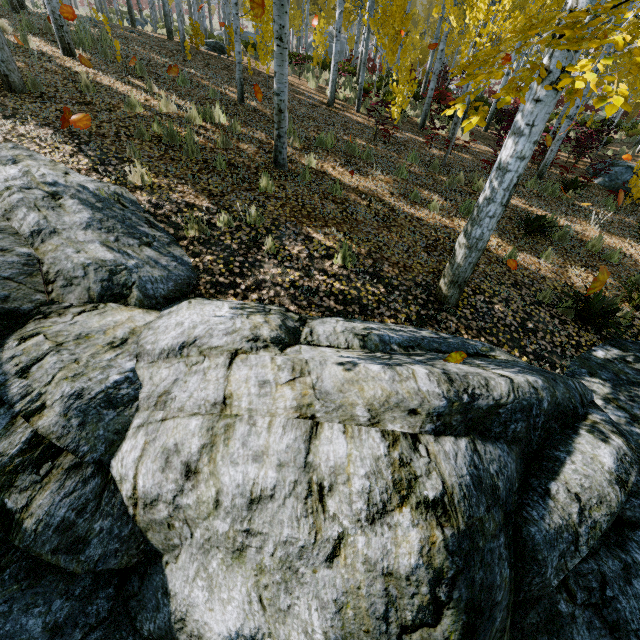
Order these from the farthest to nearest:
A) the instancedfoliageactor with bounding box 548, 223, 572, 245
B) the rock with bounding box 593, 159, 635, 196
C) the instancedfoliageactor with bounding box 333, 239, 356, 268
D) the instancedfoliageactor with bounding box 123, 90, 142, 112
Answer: the rock with bounding box 593, 159, 635, 196 < the instancedfoliageactor with bounding box 548, 223, 572, 245 < the instancedfoliageactor with bounding box 123, 90, 142, 112 < the instancedfoliageactor with bounding box 333, 239, 356, 268

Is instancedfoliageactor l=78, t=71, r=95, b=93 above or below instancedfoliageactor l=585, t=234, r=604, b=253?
above

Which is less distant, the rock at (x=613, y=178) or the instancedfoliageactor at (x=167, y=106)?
the instancedfoliageactor at (x=167, y=106)

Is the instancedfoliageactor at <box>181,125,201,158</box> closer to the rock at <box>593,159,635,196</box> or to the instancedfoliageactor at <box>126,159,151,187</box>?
the rock at <box>593,159,635,196</box>

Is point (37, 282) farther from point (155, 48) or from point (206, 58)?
point (206, 58)

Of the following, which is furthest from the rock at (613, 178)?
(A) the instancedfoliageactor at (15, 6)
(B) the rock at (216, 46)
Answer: (B) the rock at (216, 46)

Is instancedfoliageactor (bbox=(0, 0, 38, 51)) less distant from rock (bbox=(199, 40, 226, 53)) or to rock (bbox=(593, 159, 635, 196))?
rock (bbox=(199, 40, 226, 53))

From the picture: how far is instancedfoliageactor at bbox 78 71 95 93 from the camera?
6.40m
